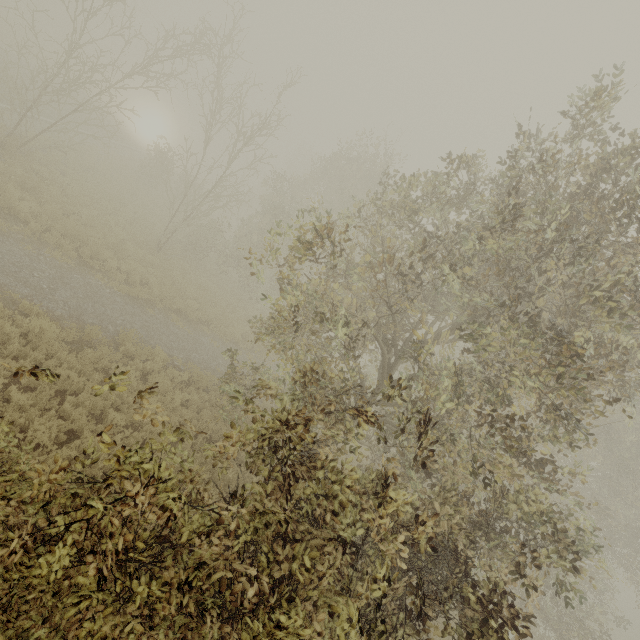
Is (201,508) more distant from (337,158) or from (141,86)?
(337,158)
